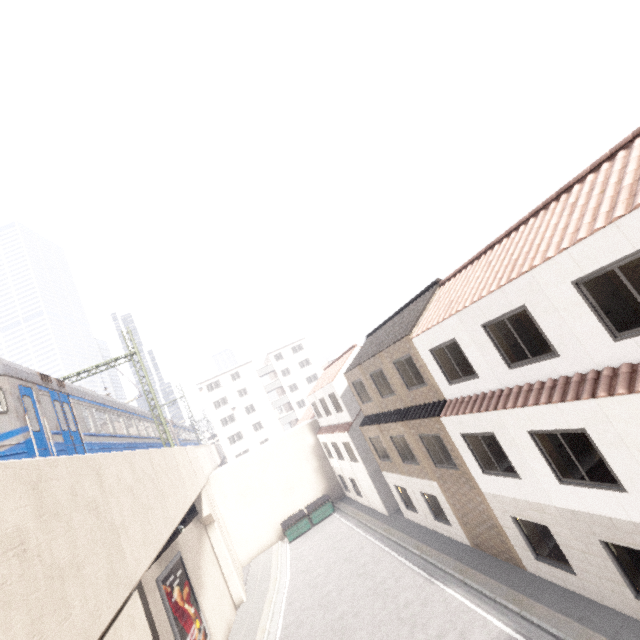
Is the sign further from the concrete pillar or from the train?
the concrete pillar

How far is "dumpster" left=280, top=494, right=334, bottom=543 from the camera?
25.2 meters

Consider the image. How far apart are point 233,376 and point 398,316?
41.61m

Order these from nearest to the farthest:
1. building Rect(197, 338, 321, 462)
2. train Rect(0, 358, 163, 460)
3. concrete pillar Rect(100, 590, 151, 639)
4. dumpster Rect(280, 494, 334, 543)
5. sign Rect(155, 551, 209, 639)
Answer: concrete pillar Rect(100, 590, 151, 639), train Rect(0, 358, 163, 460), sign Rect(155, 551, 209, 639), dumpster Rect(280, 494, 334, 543), building Rect(197, 338, 321, 462)

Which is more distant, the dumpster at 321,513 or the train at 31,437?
the dumpster at 321,513

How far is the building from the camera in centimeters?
5072cm

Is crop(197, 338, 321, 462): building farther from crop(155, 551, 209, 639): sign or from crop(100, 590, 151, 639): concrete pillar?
crop(100, 590, 151, 639): concrete pillar

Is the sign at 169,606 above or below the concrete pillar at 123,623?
below
